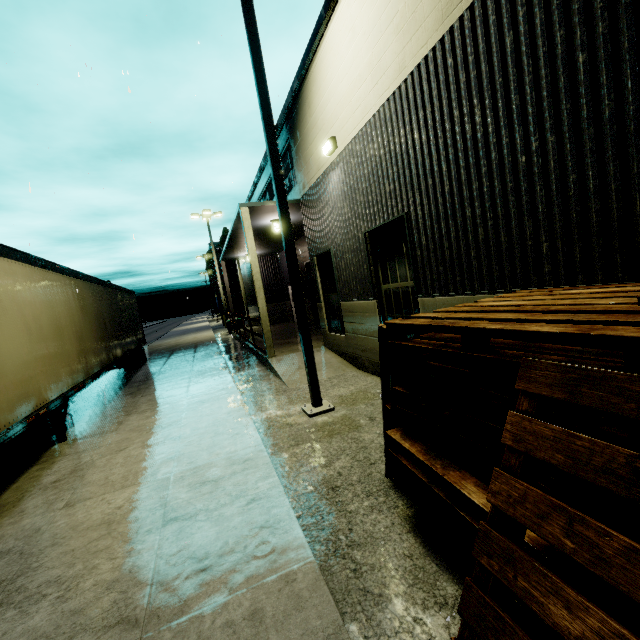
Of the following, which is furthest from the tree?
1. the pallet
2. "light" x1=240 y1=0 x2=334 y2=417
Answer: the pallet

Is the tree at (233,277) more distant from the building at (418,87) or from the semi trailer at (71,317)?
the semi trailer at (71,317)

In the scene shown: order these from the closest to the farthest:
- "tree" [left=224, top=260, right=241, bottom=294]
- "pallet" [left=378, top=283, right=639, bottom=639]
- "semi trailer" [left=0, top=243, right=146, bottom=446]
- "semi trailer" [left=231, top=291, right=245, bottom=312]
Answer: "pallet" [left=378, top=283, right=639, bottom=639], "semi trailer" [left=0, top=243, right=146, bottom=446], "semi trailer" [left=231, top=291, right=245, bottom=312], "tree" [left=224, top=260, right=241, bottom=294]

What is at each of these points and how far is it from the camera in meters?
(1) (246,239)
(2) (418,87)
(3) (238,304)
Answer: (1) building, 10.1
(2) building, 4.8
(3) semi trailer, 39.5

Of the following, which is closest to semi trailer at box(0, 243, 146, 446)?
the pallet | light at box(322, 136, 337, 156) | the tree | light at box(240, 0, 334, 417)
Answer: light at box(240, 0, 334, 417)

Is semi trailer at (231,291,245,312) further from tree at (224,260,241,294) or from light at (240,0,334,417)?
tree at (224,260,241,294)

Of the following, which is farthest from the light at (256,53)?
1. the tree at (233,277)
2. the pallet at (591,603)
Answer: the tree at (233,277)

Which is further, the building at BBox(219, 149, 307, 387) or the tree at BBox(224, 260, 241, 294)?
the tree at BBox(224, 260, 241, 294)
